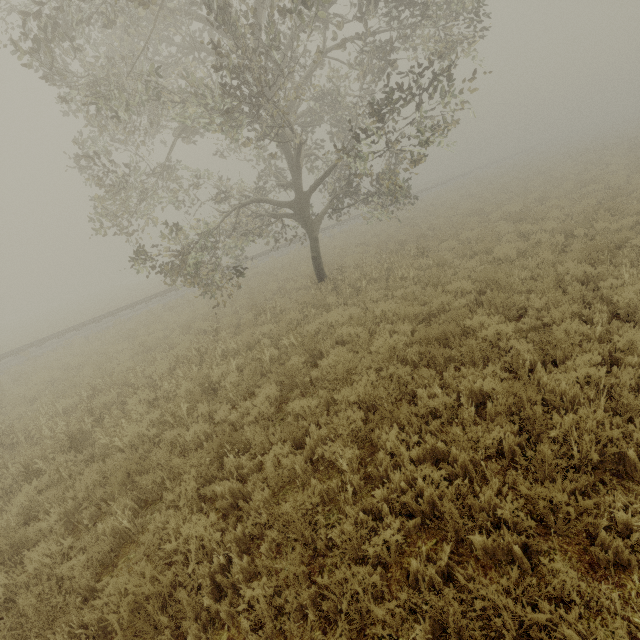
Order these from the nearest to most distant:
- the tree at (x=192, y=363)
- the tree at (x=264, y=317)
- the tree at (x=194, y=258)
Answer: the tree at (x=192, y=363) < the tree at (x=194, y=258) < the tree at (x=264, y=317)

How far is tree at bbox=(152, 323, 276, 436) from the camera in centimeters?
668cm

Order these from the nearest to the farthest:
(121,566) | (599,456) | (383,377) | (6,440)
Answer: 1. (599,456)
2. (121,566)
3. (383,377)
4. (6,440)

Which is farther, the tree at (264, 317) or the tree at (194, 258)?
the tree at (264, 317)

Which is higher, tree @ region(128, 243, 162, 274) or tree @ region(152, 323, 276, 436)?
tree @ region(128, 243, 162, 274)

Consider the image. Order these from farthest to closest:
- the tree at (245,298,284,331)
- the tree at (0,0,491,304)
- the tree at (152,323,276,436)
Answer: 1. the tree at (245,298,284,331)
2. the tree at (0,0,491,304)
3. the tree at (152,323,276,436)
